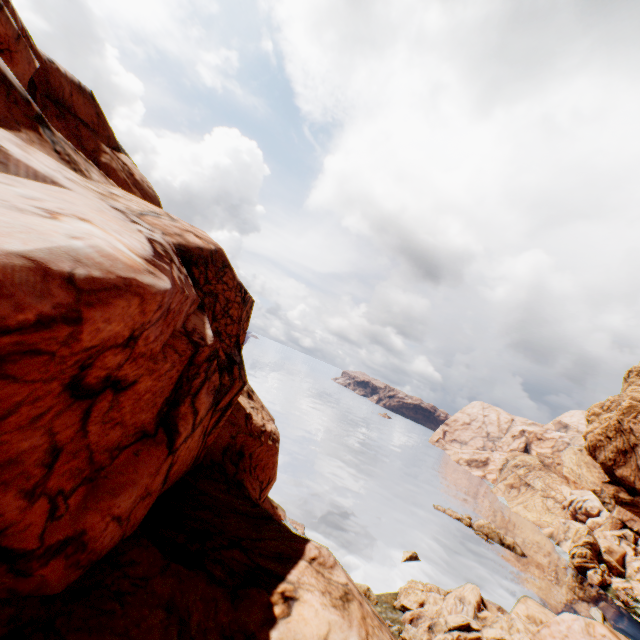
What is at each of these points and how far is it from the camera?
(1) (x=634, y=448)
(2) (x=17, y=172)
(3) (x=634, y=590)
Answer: (1) rock, 44.4m
(2) rock, 6.9m
(3) rock, 59.5m

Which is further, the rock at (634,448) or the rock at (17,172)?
the rock at (634,448)

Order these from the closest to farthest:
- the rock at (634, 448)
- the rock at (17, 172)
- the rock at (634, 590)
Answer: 1. the rock at (17, 172)
2. the rock at (634, 448)
3. the rock at (634, 590)

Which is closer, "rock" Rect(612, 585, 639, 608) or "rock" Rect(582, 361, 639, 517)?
"rock" Rect(582, 361, 639, 517)

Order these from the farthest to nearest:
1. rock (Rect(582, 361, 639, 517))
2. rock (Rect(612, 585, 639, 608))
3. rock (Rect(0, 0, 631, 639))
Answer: rock (Rect(612, 585, 639, 608)) < rock (Rect(582, 361, 639, 517)) < rock (Rect(0, 0, 631, 639))

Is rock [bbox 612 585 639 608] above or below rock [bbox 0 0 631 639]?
below
